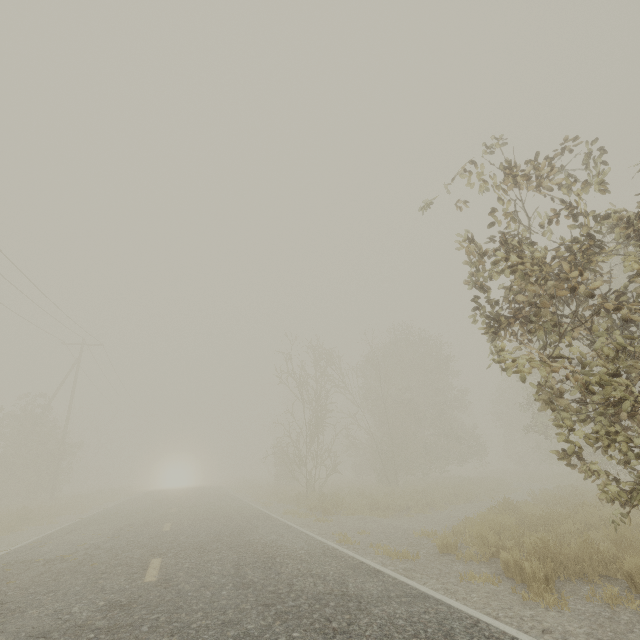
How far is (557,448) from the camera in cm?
2738

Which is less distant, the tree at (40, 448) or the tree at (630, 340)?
the tree at (630, 340)

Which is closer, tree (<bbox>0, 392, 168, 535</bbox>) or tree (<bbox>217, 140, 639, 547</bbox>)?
tree (<bbox>217, 140, 639, 547</bbox>)
